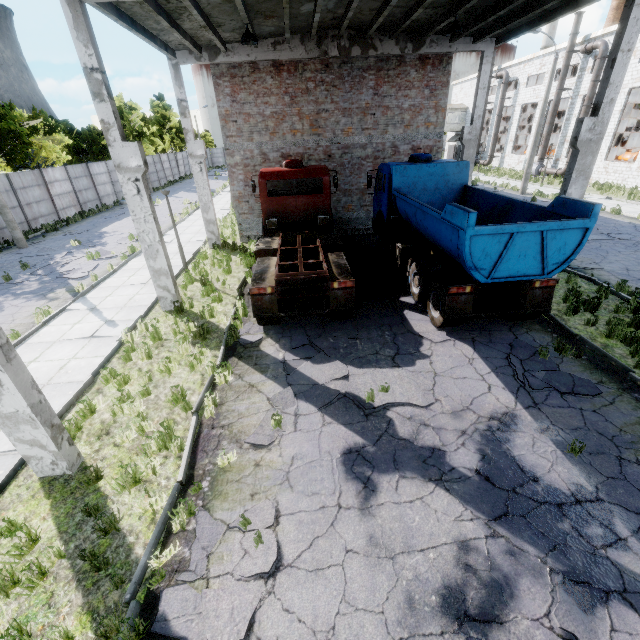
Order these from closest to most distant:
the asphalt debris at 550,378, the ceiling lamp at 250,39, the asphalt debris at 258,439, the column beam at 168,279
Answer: the asphalt debris at 258,439, the asphalt debris at 550,378, the column beam at 168,279, the ceiling lamp at 250,39

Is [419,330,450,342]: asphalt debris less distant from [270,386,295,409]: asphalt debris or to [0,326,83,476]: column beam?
[270,386,295,409]: asphalt debris

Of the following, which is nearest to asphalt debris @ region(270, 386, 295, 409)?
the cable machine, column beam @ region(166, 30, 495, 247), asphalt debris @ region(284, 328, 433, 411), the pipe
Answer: asphalt debris @ region(284, 328, 433, 411)

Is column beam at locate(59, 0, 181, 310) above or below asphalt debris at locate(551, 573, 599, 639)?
above

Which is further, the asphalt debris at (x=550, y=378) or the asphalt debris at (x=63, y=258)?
the asphalt debris at (x=63, y=258)

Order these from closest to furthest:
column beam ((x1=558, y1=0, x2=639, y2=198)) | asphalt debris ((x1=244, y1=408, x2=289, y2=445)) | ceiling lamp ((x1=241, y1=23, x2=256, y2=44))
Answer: asphalt debris ((x1=244, y1=408, x2=289, y2=445))
column beam ((x1=558, y1=0, x2=639, y2=198))
ceiling lamp ((x1=241, y1=23, x2=256, y2=44))

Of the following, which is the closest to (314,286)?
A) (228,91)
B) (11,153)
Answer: (228,91)

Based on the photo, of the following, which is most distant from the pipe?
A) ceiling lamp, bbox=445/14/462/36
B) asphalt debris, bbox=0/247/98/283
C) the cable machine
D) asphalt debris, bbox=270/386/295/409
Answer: asphalt debris, bbox=0/247/98/283
